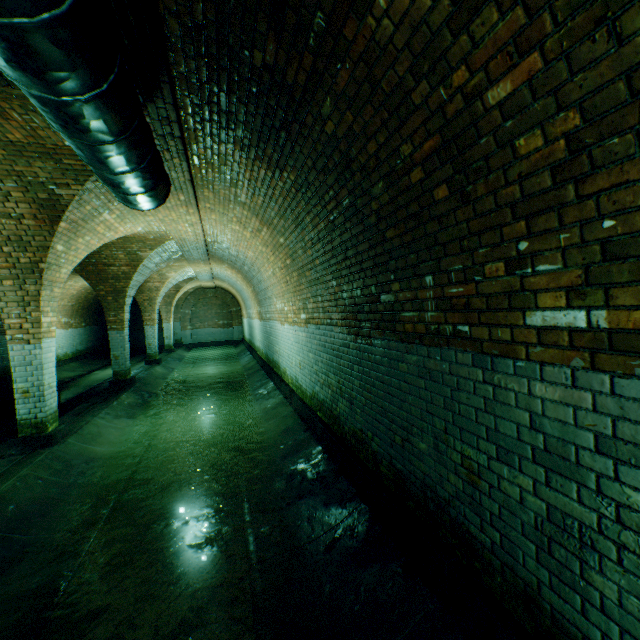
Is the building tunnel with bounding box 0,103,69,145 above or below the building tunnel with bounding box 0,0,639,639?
above

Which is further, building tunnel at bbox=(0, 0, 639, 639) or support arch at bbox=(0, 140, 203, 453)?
support arch at bbox=(0, 140, 203, 453)

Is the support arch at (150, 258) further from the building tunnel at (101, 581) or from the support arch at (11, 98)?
the support arch at (11, 98)

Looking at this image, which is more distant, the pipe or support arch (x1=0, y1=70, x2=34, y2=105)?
support arch (x1=0, y1=70, x2=34, y2=105)

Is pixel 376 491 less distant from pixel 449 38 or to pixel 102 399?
pixel 449 38

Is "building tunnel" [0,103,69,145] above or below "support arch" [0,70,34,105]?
above

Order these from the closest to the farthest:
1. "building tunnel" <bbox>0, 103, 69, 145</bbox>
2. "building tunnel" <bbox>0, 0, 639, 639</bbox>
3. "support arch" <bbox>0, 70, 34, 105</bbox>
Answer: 1. "building tunnel" <bbox>0, 0, 639, 639</bbox>
2. "support arch" <bbox>0, 70, 34, 105</bbox>
3. "building tunnel" <bbox>0, 103, 69, 145</bbox>
